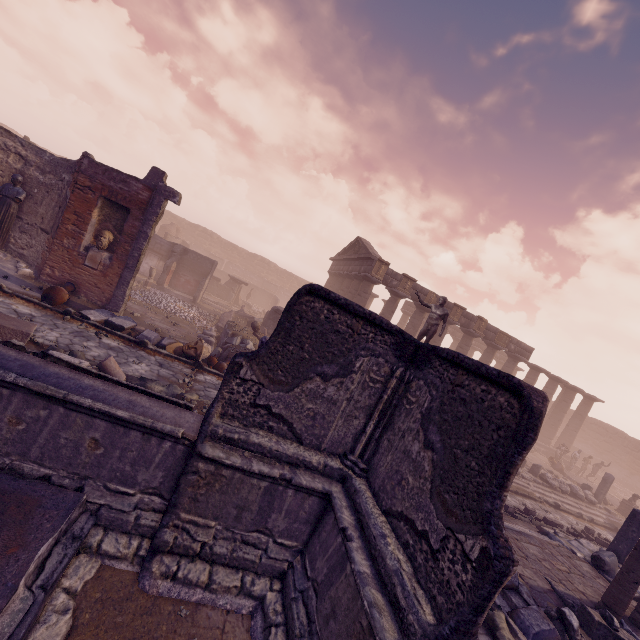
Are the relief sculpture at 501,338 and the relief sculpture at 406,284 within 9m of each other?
yes

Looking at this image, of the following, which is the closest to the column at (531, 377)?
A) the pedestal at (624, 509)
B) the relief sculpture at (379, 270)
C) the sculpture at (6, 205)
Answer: the pedestal at (624, 509)

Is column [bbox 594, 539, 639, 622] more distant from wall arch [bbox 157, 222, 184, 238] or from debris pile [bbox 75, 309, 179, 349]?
wall arch [bbox 157, 222, 184, 238]

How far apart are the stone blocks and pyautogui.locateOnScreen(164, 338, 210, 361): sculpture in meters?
15.9

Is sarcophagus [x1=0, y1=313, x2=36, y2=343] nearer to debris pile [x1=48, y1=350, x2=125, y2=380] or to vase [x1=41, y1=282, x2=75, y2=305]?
debris pile [x1=48, y1=350, x2=125, y2=380]

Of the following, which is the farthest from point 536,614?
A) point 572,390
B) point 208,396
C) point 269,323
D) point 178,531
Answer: point 572,390

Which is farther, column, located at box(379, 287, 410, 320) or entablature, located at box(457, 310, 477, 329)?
entablature, located at box(457, 310, 477, 329)

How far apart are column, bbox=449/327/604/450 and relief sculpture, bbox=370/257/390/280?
17.0 meters
